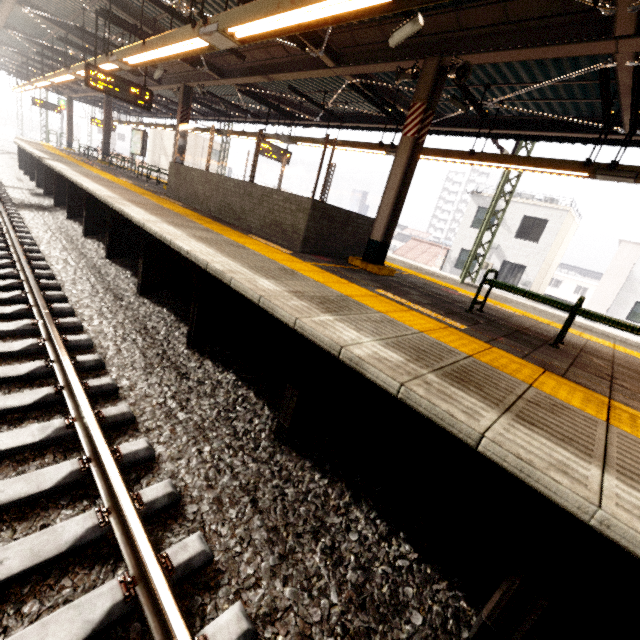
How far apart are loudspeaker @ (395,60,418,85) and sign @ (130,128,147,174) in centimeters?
1320cm

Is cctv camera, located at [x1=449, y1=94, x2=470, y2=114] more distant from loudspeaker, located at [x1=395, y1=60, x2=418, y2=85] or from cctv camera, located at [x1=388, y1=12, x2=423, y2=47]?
cctv camera, located at [x1=388, y1=12, x2=423, y2=47]

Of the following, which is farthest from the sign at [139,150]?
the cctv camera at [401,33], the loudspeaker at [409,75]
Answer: the cctv camera at [401,33]

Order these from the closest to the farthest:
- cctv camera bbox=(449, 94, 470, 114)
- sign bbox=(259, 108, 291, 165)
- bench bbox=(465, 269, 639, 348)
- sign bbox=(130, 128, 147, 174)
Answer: bench bbox=(465, 269, 639, 348) < cctv camera bbox=(449, 94, 470, 114) < sign bbox=(259, 108, 291, 165) < sign bbox=(130, 128, 147, 174)

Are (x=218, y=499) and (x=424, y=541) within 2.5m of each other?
yes

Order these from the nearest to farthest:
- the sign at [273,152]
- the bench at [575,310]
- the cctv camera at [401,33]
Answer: the bench at [575,310], the cctv camera at [401,33], the sign at [273,152]

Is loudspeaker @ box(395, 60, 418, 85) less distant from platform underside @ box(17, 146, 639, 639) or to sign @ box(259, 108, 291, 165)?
platform underside @ box(17, 146, 639, 639)

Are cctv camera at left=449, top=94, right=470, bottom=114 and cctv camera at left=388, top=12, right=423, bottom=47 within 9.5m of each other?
yes
